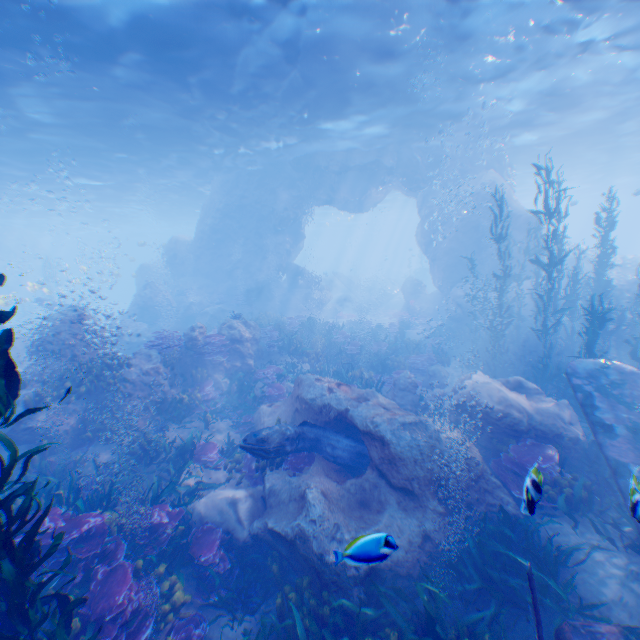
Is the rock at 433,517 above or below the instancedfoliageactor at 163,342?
Answer: below

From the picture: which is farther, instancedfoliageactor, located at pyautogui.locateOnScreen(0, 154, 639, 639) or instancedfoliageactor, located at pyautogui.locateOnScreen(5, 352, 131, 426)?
instancedfoliageactor, located at pyautogui.locateOnScreen(5, 352, 131, 426)

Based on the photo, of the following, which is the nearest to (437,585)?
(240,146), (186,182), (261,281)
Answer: (240,146)

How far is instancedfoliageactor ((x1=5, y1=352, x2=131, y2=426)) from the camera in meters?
8.7 m

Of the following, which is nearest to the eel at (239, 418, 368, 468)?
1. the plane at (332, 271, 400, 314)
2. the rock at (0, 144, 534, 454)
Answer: the rock at (0, 144, 534, 454)

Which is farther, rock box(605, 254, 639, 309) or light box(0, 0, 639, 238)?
rock box(605, 254, 639, 309)

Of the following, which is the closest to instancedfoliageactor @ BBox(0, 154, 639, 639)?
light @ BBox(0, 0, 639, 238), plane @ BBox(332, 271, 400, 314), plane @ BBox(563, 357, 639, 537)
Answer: plane @ BBox(563, 357, 639, 537)

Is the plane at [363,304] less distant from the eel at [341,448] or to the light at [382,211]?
the light at [382,211]
